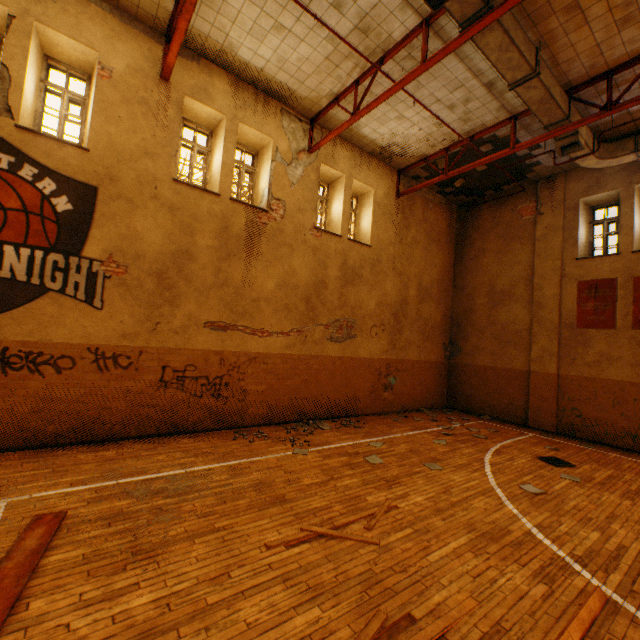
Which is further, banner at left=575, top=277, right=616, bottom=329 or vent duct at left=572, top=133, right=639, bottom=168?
banner at left=575, top=277, right=616, bottom=329

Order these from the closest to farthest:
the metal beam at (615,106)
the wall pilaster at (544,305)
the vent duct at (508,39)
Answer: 1. the vent duct at (508,39)
2. the metal beam at (615,106)
3. the wall pilaster at (544,305)

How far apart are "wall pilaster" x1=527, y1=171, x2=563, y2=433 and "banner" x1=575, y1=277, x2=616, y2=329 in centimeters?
37cm

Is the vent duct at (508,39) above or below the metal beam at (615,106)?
above

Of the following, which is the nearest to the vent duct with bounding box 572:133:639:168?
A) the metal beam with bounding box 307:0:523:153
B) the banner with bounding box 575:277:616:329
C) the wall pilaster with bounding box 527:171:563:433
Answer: the metal beam with bounding box 307:0:523:153

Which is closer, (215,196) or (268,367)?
(215,196)

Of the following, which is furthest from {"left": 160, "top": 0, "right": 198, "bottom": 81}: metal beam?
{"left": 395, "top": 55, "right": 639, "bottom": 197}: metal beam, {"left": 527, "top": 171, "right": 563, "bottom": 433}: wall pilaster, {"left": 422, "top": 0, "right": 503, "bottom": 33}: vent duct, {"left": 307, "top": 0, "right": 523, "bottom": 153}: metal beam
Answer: {"left": 527, "top": 171, "right": 563, "bottom": 433}: wall pilaster

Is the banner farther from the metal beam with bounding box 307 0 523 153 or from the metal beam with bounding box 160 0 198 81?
the metal beam with bounding box 160 0 198 81
